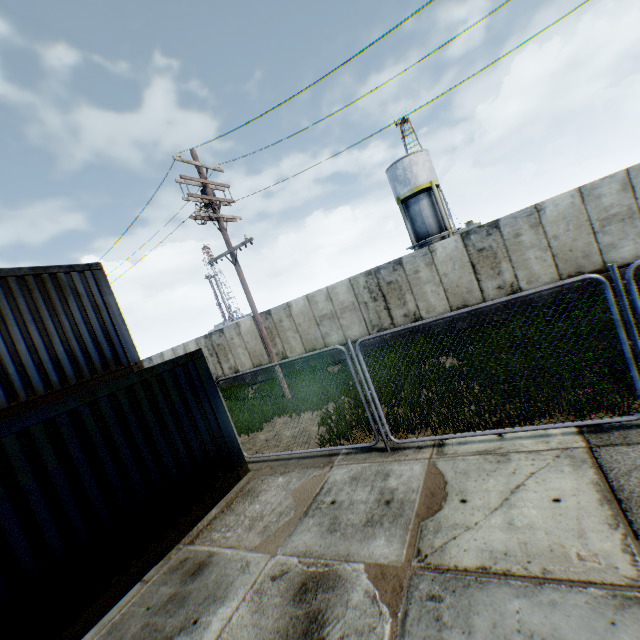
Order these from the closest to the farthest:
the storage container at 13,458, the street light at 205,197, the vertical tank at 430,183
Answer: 1. the storage container at 13,458
2. the street light at 205,197
3. the vertical tank at 430,183

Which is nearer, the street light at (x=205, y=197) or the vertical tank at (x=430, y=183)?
the street light at (x=205, y=197)

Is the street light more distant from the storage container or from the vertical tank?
the vertical tank

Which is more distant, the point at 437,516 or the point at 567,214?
the point at 567,214

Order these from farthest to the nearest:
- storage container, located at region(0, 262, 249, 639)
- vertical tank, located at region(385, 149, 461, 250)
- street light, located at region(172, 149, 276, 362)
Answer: vertical tank, located at region(385, 149, 461, 250), street light, located at region(172, 149, 276, 362), storage container, located at region(0, 262, 249, 639)

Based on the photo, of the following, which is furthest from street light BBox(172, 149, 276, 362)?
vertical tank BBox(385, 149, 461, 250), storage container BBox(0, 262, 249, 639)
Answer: vertical tank BBox(385, 149, 461, 250)
